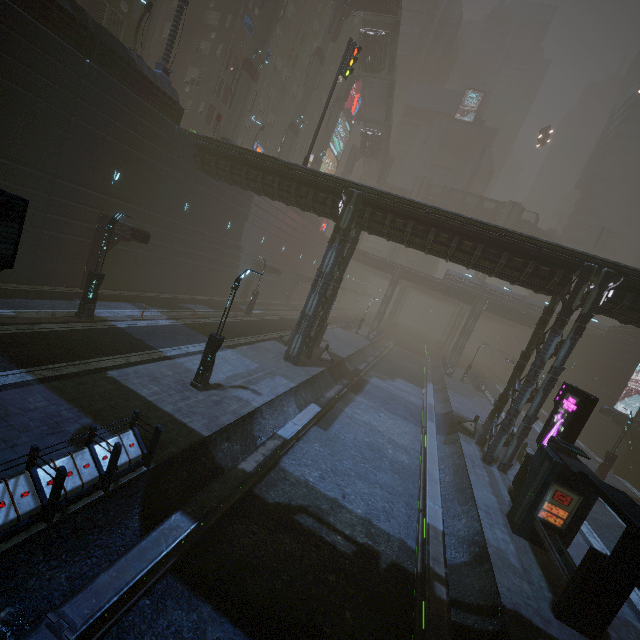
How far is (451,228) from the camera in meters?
17.9 m

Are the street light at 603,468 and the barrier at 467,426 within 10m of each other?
yes

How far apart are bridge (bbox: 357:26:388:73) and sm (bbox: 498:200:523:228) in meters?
30.2 m

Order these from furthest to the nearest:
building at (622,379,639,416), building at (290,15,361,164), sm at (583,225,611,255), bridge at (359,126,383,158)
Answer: bridge at (359,126,383,158), sm at (583,225,611,255), building at (290,15,361,164), building at (622,379,639,416)

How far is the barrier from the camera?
22.1m

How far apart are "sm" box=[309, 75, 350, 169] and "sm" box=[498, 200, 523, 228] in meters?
32.5 m

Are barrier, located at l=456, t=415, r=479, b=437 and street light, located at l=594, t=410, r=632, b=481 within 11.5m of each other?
yes

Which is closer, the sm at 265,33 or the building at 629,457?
the building at 629,457
